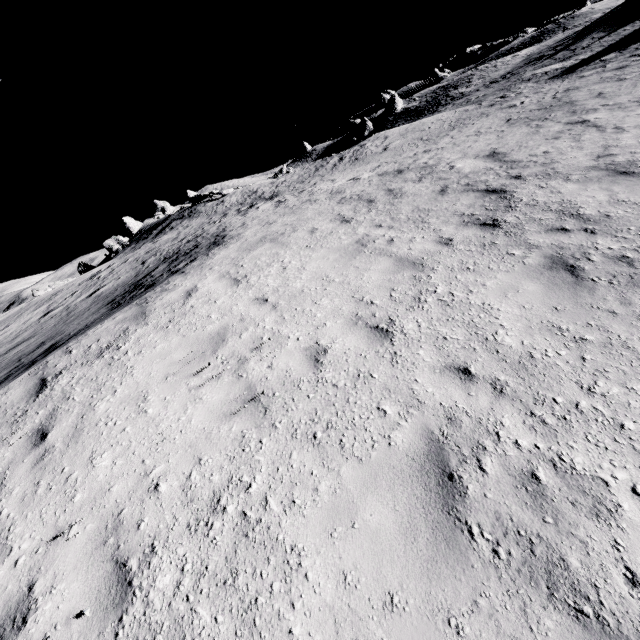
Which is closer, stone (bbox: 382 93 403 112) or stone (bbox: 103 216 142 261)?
stone (bbox: 103 216 142 261)

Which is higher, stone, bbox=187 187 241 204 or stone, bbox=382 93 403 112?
stone, bbox=382 93 403 112

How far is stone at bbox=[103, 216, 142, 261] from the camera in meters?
41.5 m

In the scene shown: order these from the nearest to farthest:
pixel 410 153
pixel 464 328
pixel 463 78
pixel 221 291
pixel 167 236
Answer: pixel 464 328, pixel 221 291, pixel 410 153, pixel 167 236, pixel 463 78

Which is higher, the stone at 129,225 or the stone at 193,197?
the stone at 193,197

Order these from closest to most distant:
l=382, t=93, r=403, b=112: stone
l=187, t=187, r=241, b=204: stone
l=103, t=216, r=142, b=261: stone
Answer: l=187, t=187, r=241, b=204: stone
l=103, t=216, r=142, b=261: stone
l=382, t=93, r=403, b=112: stone

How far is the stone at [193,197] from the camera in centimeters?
3322cm

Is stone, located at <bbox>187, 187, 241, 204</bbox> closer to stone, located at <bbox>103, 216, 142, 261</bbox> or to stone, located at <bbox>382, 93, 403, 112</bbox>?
stone, located at <bbox>103, 216, 142, 261</bbox>
